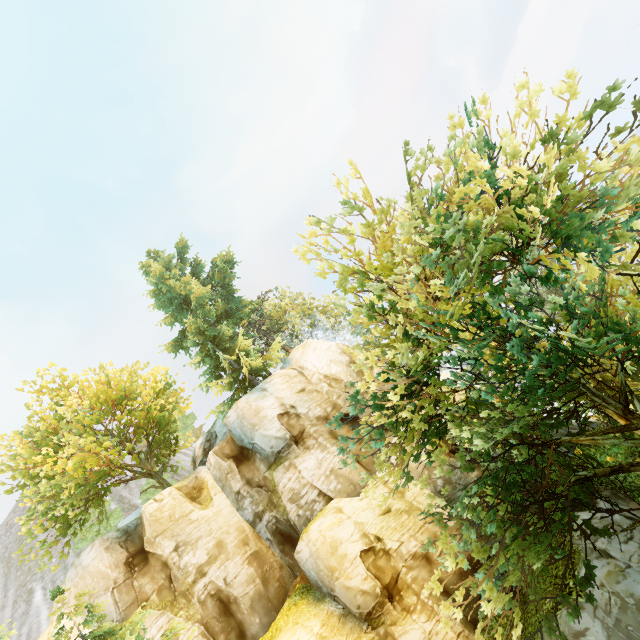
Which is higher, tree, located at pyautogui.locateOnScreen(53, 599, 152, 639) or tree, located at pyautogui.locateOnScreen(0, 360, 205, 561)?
tree, located at pyautogui.locateOnScreen(0, 360, 205, 561)

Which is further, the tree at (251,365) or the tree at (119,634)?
the tree at (119,634)

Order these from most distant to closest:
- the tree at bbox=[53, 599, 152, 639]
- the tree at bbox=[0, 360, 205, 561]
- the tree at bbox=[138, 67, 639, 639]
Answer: the tree at bbox=[0, 360, 205, 561]
the tree at bbox=[53, 599, 152, 639]
the tree at bbox=[138, 67, 639, 639]

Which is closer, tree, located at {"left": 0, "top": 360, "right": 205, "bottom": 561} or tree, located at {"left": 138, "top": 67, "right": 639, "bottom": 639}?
tree, located at {"left": 138, "top": 67, "right": 639, "bottom": 639}

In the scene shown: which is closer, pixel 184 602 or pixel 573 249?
pixel 573 249

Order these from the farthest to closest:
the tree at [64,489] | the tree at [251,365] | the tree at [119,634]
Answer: the tree at [64,489] < the tree at [119,634] < the tree at [251,365]
